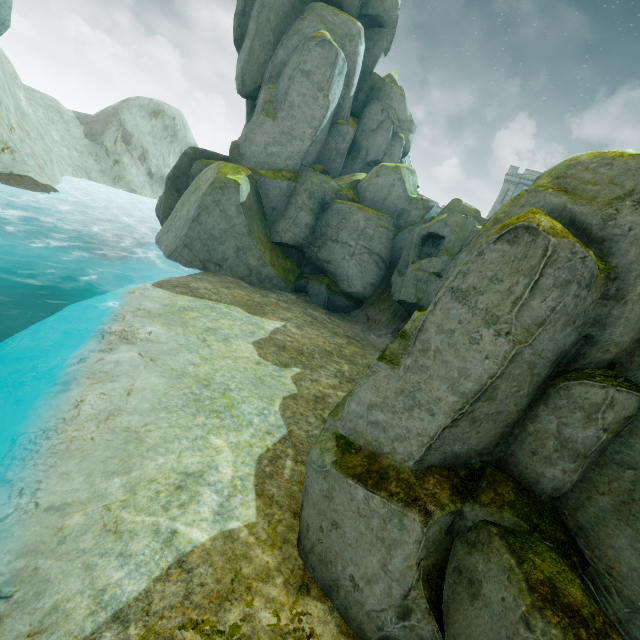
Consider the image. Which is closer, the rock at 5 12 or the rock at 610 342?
the rock at 610 342

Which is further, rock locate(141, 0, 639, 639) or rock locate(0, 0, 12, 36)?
rock locate(0, 0, 12, 36)

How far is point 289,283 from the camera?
19.1m
